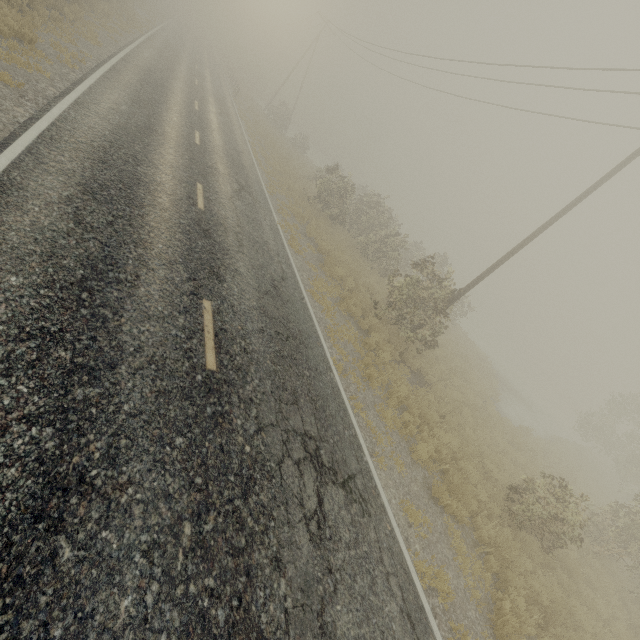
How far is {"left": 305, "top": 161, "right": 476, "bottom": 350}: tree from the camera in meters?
13.2

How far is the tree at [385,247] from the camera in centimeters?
1316cm

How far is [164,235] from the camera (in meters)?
7.10
